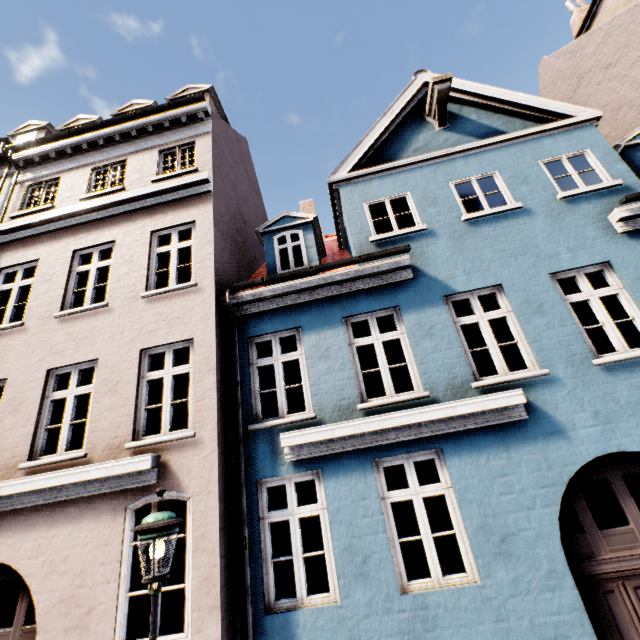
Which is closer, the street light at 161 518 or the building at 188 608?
the street light at 161 518

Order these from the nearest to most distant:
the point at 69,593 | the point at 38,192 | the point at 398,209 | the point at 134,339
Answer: the point at 69,593 < the point at 134,339 < the point at 38,192 < the point at 398,209

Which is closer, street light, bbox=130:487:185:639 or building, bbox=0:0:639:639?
street light, bbox=130:487:185:639
